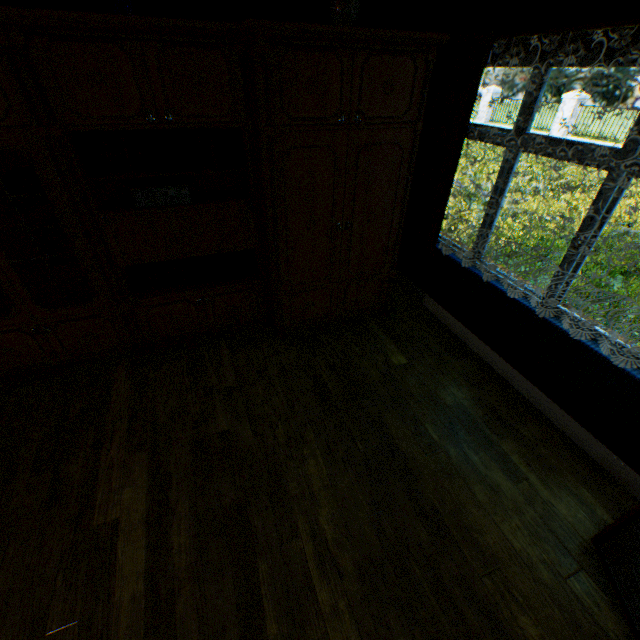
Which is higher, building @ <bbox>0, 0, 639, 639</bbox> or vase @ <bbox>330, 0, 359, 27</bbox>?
vase @ <bbox>330, 0, 359, 27</bbox>

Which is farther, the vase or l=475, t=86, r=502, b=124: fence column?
l=475, t=86, r=502, b=124: fence column

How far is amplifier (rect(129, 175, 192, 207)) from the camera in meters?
2.5

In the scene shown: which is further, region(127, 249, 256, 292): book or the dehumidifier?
region(127, 249, 256, 292): book

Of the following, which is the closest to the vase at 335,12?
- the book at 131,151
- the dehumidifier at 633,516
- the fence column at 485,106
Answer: the book at 131,151

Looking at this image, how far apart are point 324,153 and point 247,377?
2.1 meters

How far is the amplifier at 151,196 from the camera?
2.5m

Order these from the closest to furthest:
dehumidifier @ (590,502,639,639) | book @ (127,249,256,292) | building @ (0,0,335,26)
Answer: dehumidifier @ (590,502,639,639)
building @ (0,0,335,26)
book @ (127,249,256,292)
